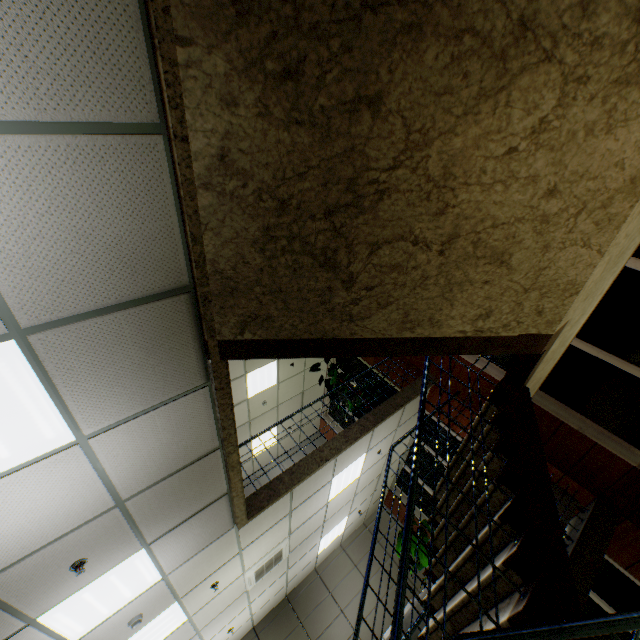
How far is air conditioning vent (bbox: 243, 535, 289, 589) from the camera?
6.0 meters

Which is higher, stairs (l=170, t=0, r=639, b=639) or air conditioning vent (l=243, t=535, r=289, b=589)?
air conditioning vent (l=243, t=535, r=289, b=589)

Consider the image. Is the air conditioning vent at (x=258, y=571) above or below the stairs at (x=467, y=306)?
above

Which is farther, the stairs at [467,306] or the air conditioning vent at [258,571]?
the air conditioning vent at [258,571]

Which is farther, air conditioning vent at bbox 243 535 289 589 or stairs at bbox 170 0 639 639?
air conditioning vent at bbox 243 535 289 589

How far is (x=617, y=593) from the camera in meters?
5.9 m
